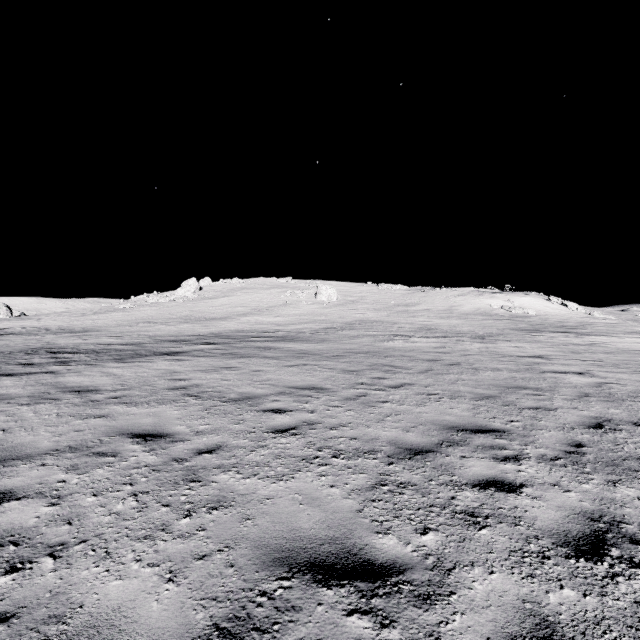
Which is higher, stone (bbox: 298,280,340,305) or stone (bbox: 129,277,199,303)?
stone (bbox: 129,277,199,303)

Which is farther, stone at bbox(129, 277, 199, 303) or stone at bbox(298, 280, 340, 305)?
stone at bbox(129, 277, 199, 303)

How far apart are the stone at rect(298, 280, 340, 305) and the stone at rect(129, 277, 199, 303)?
20.95m

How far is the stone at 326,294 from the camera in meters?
43.2 m

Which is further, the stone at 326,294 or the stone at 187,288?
the stone at 187,288

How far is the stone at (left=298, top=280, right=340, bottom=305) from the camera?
43.21m

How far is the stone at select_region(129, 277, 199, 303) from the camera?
47.6 meters

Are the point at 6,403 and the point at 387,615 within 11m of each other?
yes
